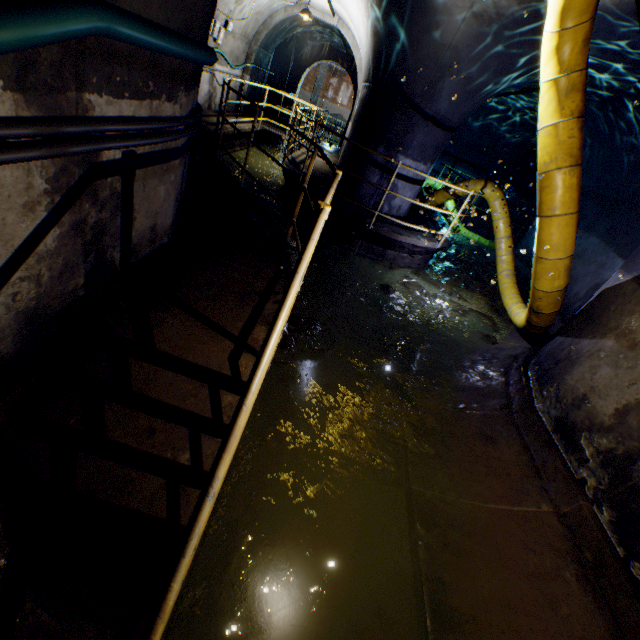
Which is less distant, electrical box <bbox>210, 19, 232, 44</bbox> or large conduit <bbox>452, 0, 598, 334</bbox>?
large conduit <bbox>452, 0, 598, 334</bbox>

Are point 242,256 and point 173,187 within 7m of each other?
yes

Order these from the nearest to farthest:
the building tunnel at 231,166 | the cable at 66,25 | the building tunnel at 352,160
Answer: the cable at 66,25, the building tunnel at 352,160, the building tunnel at 231,166

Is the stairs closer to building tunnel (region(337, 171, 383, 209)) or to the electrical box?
building tunnel (region(337, 171, 383, 209))

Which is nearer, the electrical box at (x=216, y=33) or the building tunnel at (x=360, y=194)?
the building tunnel at (x=360, y=194)

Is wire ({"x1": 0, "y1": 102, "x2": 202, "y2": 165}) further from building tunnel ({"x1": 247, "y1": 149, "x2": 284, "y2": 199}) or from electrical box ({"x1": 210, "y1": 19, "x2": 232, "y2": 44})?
electrical box ({"x1": 210, "y1": 19, "x2": 232, "y2": 44})

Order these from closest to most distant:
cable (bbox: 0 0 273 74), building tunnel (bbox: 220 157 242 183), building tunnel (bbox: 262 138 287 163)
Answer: cable (bbox: 0 0 273 74), building tunnel (bbox: 220 157 242 183), building tunnel (bbox: 262 138 287 163)

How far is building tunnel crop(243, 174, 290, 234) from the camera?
7.6 meters
